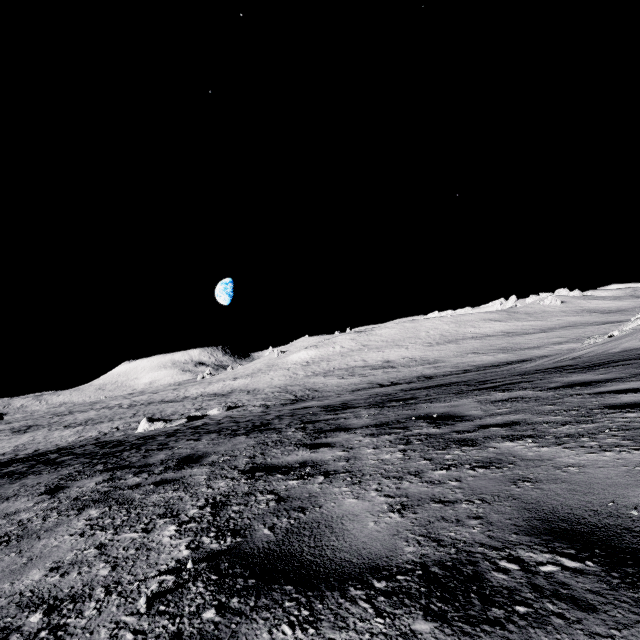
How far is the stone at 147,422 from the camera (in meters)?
26.66

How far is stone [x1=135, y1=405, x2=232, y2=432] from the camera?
26.7 meters

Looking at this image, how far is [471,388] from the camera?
8.0 meters
